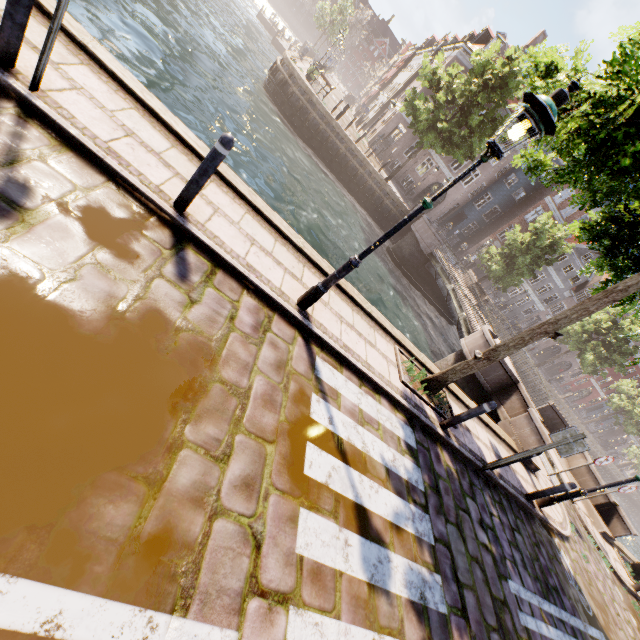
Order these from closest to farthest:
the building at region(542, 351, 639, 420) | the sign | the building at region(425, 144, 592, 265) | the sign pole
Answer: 1. the sign pole
2. the sign
3. the building at region(425, 144, 592, 265)
4. the building at region(542, 351, 639, 420)

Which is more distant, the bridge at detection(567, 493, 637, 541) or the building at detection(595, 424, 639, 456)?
the building at detection(595, 424, 639, 456)

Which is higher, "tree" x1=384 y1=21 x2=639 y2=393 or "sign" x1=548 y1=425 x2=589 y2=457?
"tree" x1=384 y1=21 x2=639 y2=393

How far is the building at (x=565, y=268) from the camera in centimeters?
3712cm

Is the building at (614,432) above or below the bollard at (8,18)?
above

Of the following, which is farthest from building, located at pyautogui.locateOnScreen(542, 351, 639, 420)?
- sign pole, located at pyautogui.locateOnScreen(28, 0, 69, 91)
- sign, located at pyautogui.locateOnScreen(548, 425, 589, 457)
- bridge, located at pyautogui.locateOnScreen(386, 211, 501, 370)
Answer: sign pole, located at pyautogui.locateOnScreen(28, 0, 69, 91)

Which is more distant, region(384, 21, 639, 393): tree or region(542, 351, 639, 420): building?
region(542, 351, 639, 420): building

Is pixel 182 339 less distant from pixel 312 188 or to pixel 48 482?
pixel 48 482
